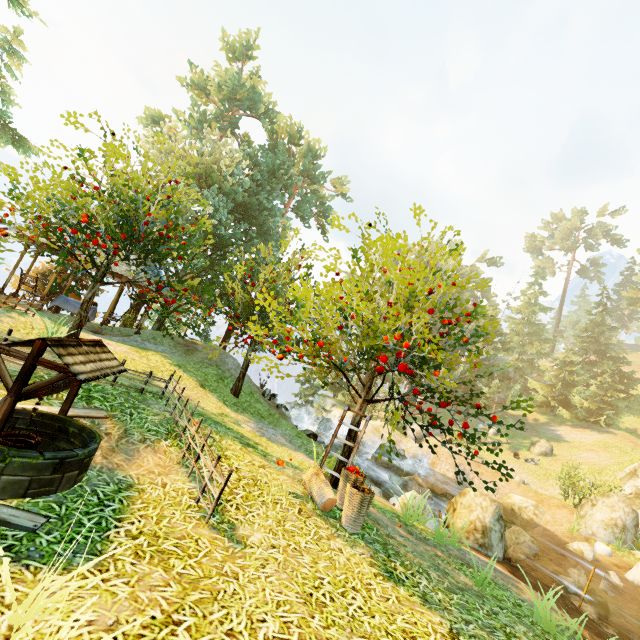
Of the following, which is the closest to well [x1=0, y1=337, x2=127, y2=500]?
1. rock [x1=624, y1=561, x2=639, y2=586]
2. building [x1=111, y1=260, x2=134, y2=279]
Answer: building [x1=111, y1=260, x2=134, y2=279]

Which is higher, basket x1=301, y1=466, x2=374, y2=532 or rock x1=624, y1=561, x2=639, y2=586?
basket x1=301, y1=466, x2=374, y2=532

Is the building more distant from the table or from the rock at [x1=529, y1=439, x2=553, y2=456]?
the rock at [x1=529, y1=439, x2=553, y2=456]

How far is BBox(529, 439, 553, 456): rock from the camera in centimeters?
2933cm

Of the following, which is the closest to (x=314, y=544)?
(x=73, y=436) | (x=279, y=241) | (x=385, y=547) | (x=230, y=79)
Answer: (x=385, y=547)

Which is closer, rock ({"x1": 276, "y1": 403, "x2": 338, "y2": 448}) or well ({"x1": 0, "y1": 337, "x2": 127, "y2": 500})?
well ({"x1": 0, "y1": 337, "x2": 127, "y2": 500})

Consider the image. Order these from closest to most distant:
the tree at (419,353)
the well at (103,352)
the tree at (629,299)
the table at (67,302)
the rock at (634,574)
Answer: the well at (103,352)
the tree at (419,353)
the rock at (634,574)
the table at (67,302)
the tree at (629,299)

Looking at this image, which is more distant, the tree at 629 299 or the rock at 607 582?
the tree at 629 299
